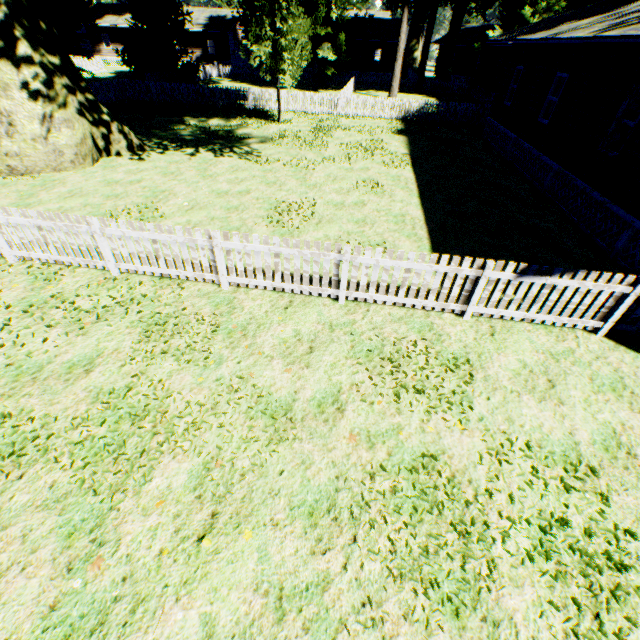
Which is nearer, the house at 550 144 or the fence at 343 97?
the house at 550 144

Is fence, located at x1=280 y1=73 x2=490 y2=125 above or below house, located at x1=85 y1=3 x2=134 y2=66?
below

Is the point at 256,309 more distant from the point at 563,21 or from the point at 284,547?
the point at 563,21

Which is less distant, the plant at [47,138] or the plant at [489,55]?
the plant at [47,138]

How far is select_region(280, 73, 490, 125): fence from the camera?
22.06m

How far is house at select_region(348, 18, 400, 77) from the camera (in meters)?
41.72

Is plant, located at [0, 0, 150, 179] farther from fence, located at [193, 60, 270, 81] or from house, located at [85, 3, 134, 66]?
house, located at [85, 3, 134, 66]
